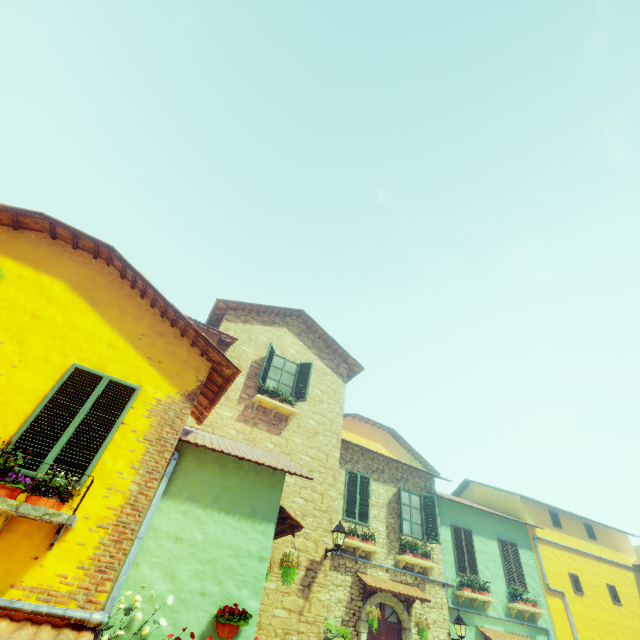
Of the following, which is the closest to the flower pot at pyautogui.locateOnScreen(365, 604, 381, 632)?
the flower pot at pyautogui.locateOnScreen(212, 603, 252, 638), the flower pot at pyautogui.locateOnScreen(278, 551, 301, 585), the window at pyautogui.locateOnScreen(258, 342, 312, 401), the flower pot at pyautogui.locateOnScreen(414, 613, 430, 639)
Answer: the flower pot at pyautogui.locateOnScreen(414, 613, 430, 639)

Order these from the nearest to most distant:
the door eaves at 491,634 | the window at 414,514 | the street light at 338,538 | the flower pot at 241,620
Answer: the flower pot at 241,620
the street light at 338,538
the door eaves at 491,634
the window at 414,514

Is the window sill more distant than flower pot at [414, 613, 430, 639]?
No

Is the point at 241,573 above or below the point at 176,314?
below

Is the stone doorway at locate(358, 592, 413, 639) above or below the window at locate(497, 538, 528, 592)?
below

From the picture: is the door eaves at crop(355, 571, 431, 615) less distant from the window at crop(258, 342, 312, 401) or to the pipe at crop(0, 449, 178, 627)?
the window at crop(258, 342, 312, 401)

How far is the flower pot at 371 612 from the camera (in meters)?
9.02

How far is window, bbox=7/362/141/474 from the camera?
4.54m
